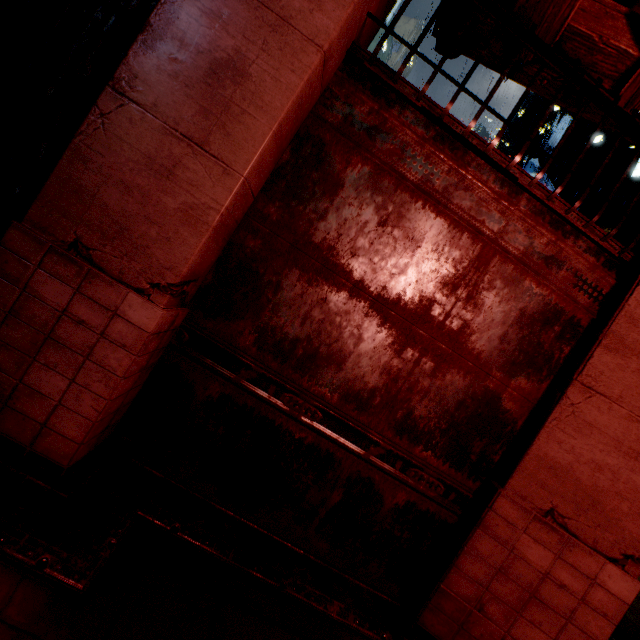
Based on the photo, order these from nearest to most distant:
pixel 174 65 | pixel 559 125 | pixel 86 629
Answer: pixel 86 629 → pixel 174 65 → pixel 559 125
